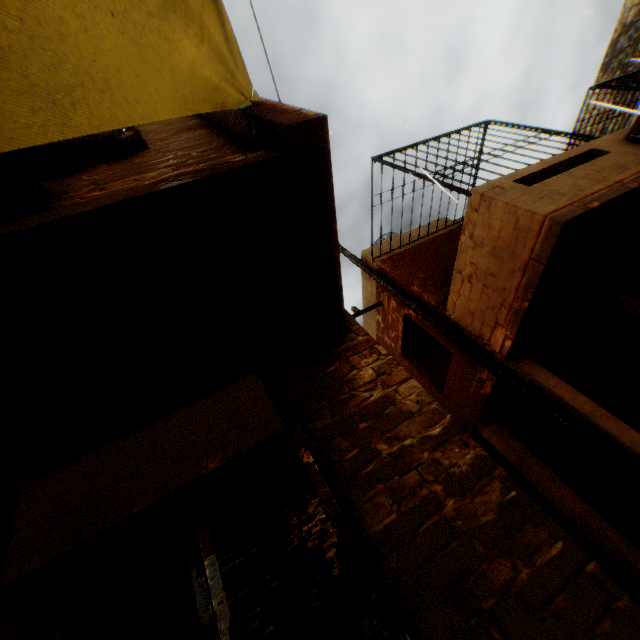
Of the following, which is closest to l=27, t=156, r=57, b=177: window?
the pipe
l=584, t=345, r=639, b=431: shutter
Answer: l=584, t=345, r=639, b=431: shutter

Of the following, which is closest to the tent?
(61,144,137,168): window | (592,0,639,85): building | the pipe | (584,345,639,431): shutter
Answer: (592,0,639,85): building

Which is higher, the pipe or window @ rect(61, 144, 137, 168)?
window @ rect(61, 144, 137, 168)

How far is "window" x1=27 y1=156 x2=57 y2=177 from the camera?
2.66m

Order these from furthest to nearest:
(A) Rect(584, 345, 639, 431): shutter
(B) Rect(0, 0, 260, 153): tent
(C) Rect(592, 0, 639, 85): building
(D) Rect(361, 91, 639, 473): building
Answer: (C) Rect(592, 0, 639, 85): building, (A) Rect(584, 345, 639, 431): shutter, (D) Rect(361, 91, 639, 473): building, (B) Rect(0, 0, 260, 153): tent

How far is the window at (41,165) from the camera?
2.7m

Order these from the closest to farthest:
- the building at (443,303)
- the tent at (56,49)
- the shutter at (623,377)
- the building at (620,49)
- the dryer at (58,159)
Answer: the tent at (56,49) < the dryer at (58,159) < the building at (443,303) < the shutter at (623,377) < the building at (620,49)

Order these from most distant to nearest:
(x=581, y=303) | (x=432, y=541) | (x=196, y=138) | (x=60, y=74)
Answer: (x=581, y=303)
(x=196, y=138)
(x=432, y=541)
(x=60, y=74)
